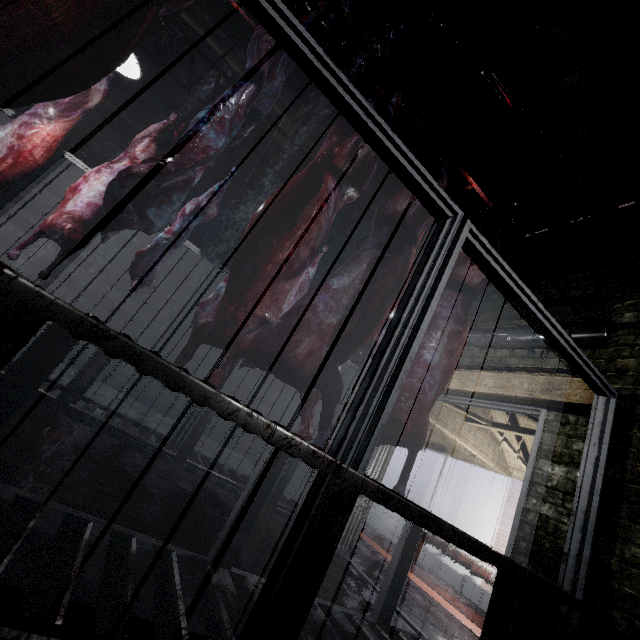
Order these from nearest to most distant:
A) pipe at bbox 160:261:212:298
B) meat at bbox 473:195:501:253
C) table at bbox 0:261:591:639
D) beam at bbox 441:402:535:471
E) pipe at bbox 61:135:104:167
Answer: table at bbox 0:261:591:639 < meat at bbox 473:195:501:253 < beam at bbox 441:402:535:471 < pipe at bbox 61:135:104:167 < pipe at bbox 160:261:212:298

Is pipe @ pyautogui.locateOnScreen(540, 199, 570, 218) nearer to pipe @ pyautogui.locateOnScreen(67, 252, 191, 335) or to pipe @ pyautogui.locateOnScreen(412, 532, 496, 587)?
pipe @ pyautogui.locateOnScreen(67, 252, 191, 335)

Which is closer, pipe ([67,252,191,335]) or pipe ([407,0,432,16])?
pipe ([407,0,432,16])

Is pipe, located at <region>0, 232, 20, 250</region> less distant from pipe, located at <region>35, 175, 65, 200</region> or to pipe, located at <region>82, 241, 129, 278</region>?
pipe, located at <region>82, 241, 129, 278</region>

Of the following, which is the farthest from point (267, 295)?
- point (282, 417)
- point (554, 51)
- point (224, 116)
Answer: point (282, 417)

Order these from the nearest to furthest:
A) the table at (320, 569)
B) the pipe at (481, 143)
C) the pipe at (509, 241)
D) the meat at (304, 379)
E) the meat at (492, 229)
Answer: the table at (320, 569)
the meat at (304, 379)
the meat at (492, 229)
the pipe at (481, 143)
the pipe at (509, 241)

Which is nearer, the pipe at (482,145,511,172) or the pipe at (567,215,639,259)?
the pipe at (567,215,639,259)

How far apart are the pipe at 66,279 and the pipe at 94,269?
0.1m
